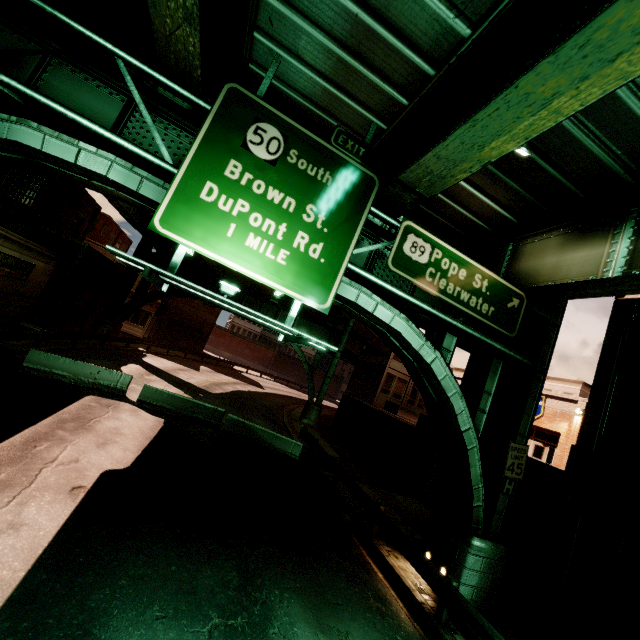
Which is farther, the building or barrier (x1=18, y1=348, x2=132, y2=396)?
the building

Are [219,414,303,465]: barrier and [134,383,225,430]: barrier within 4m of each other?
yes

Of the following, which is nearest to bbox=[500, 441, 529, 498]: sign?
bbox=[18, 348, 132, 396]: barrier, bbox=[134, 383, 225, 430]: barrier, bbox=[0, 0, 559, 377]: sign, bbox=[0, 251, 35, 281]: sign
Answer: bbox=[0, 0, 559, 377]: sign

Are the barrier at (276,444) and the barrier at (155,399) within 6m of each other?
yes

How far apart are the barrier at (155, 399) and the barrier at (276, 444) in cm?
47

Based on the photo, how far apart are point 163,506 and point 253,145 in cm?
890

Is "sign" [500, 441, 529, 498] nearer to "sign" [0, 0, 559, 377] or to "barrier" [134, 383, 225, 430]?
"sign" [0, 0, 559, 377]

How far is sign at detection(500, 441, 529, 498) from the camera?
9.82m
